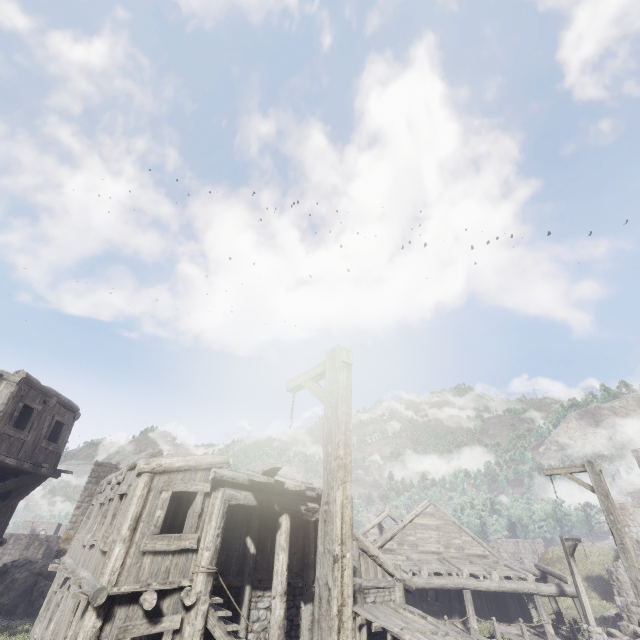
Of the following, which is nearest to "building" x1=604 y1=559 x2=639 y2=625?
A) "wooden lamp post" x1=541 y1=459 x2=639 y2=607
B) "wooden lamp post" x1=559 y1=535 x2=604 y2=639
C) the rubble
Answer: the rubble

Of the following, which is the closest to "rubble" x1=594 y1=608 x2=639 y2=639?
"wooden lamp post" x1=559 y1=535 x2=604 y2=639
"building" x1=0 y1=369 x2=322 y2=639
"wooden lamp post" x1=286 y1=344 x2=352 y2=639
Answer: "building" x1=0 y1=369 x2=322 y2=639

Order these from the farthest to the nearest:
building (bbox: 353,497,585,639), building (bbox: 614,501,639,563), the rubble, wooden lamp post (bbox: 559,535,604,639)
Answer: building (bbox: 614,501,639,563), the rubble, wooden lamp post (bbox: 559,535,604,639), building (bbox: 353,497,585,639)

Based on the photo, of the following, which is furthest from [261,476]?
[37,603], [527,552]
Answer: [527,552]

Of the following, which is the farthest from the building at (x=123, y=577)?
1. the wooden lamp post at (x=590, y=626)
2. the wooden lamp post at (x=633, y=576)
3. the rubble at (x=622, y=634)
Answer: the wooden lamp post at (x=633, y=576)

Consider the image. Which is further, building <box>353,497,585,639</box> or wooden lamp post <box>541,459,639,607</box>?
building <box>353,497,585,639</box>

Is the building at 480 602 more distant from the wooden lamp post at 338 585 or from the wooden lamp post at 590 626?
the wooden lamp post at 338 585

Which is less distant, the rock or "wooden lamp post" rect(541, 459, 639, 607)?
"wooden lamp post" rect(541, 459, 639, 607)
